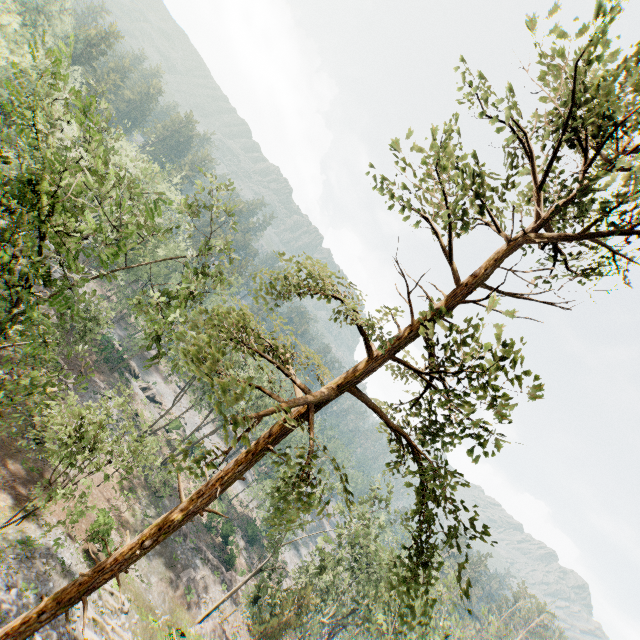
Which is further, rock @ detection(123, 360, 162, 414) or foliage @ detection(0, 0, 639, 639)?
rock @ detection(123, 360, 162, 414)

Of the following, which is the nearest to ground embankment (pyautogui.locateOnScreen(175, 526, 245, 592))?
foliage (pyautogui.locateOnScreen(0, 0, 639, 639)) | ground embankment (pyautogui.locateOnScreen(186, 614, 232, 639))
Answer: foliage (pyautogui.locateOnScreen(0, 0, 639, 639))

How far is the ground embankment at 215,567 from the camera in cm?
3547

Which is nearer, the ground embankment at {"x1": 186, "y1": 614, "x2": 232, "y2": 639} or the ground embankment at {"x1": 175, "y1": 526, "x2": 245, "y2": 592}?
the ground embankment at {"x1": 186, "y1": 614, "x2": 232, "y2": 639}

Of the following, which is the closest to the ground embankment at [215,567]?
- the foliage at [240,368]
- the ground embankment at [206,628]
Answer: the foliage at [240,368]

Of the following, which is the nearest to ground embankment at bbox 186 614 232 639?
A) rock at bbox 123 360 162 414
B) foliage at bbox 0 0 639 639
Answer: foliage at bbox 0 0 639 639

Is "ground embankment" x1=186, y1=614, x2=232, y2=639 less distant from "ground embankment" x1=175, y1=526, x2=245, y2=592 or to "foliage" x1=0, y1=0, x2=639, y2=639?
"foliage" x1=0, y1=0, x2=639, y2=639

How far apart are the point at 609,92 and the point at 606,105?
0.62m
